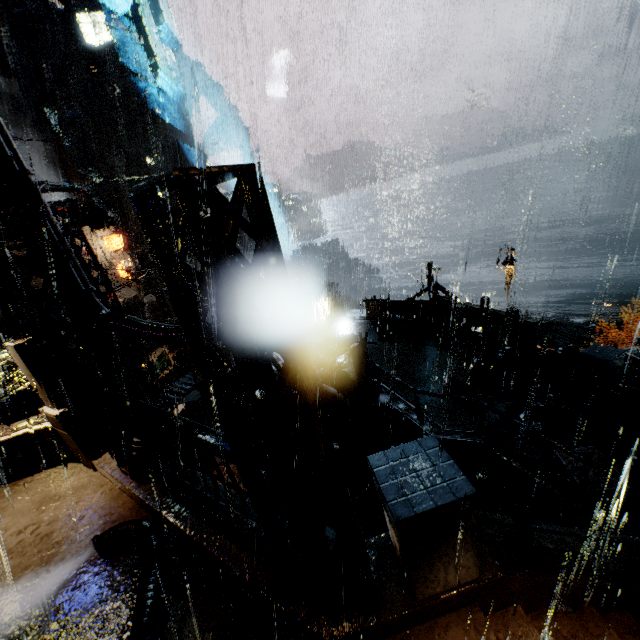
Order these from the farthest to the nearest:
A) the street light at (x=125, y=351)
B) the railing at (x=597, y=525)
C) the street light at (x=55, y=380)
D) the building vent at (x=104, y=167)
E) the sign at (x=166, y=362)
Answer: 1. the building vent at (x=104, y=167)
2. the sign at (x=166, y=362)
3. the street light at (x=125, y=351)
4. the street light at (x=55, y=380)
5. the railing at (x=597, y=525)

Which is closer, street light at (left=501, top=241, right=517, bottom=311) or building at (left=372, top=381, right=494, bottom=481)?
building at (left=372, top=381, right=494, bottom=481)

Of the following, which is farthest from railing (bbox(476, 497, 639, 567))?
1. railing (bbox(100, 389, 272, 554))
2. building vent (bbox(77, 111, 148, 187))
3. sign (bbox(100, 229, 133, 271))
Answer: building vent (bbox(77, 111, 148, 187))

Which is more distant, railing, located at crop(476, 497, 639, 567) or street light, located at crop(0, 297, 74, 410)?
street light, located at crop(0, 297, 74, 410)

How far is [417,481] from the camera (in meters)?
3.36

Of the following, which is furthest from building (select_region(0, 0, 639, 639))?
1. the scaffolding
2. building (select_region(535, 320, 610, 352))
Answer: building (select_region(535, 320, 610, 352))

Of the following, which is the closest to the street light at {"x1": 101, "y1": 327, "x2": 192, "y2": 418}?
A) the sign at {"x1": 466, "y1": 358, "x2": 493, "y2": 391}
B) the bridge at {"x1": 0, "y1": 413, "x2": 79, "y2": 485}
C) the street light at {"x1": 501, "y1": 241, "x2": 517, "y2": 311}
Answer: the bridge at {"x1": 0, "y1": 413, "x2": 79, "y2": 485}

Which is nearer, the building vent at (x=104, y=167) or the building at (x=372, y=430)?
the building at (x=372, y=430)
